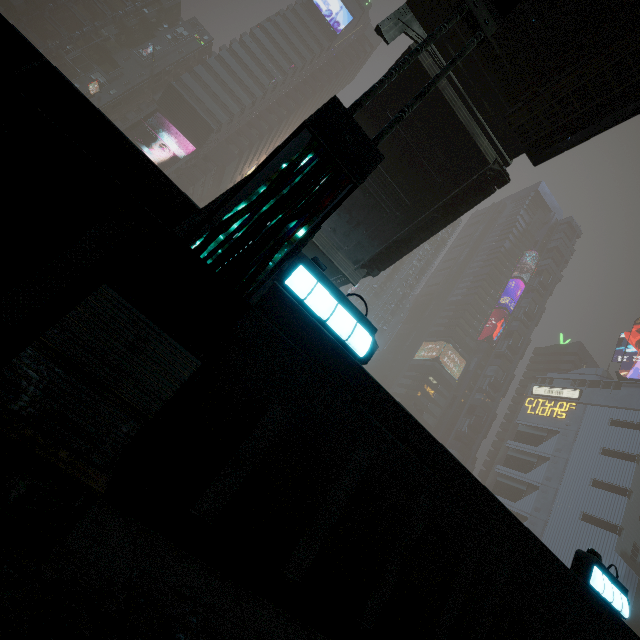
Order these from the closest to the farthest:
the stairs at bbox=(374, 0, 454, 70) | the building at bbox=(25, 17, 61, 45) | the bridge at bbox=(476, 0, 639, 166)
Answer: the bridge at bbox=(476, 0, 639, 166), the stairs at bbox=(374, 0, 454, 70), the building at bbox=(25, 17, 61, 45)

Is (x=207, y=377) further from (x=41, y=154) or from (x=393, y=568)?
(x=393, y=568)

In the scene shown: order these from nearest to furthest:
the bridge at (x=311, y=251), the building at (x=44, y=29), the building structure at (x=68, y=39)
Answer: the bridge at (x=311, y=251) < the building structure at (x=68, y=39) < the building at (x=44, y=29)

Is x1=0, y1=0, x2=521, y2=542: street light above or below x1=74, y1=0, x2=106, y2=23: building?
below

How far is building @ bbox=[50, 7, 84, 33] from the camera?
48.9m

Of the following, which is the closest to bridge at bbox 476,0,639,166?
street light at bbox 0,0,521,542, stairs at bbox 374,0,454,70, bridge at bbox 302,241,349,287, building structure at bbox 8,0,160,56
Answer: stairs at bbox 374,0,454,70

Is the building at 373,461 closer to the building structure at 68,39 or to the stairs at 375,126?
the building structure at 68,39

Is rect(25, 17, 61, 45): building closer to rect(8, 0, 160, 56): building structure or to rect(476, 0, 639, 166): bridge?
rect(8, 0, 160, 56): building structure
